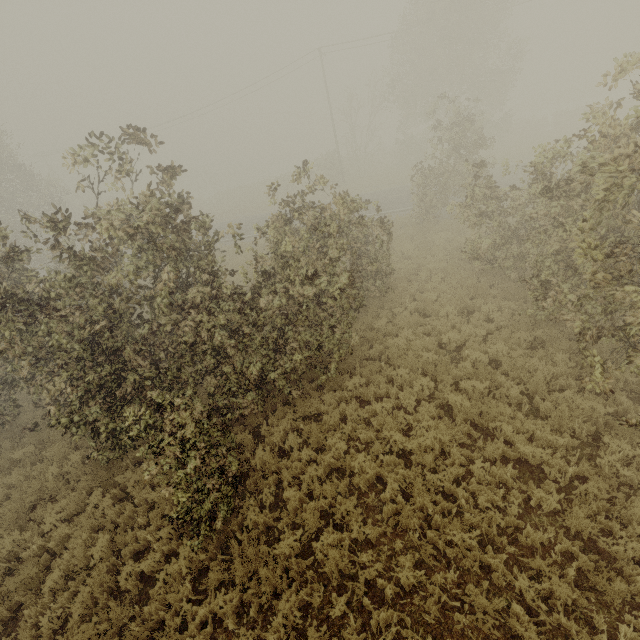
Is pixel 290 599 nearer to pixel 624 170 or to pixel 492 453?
pixel 492 453

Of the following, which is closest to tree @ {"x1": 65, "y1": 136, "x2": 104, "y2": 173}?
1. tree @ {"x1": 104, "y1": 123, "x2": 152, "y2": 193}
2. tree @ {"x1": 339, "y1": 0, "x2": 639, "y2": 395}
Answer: tree @ {"x1": 104, "y1": 123, "x2": 152, "y2": 193}

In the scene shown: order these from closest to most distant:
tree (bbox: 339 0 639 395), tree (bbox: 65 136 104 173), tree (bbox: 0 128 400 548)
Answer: tree (bbox: 339 0 639 395) → tree (bbox: 0 128 400 548) → tree (bbox: 65 136 104 173)

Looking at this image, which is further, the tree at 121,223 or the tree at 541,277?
the tree at 121,223

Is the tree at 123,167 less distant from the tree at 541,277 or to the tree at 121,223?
the tree at 121,223

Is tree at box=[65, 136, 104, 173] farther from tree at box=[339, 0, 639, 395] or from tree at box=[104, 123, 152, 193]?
tree at box=[339, 0, 639, 395]

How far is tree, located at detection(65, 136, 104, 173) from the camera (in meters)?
7.07
